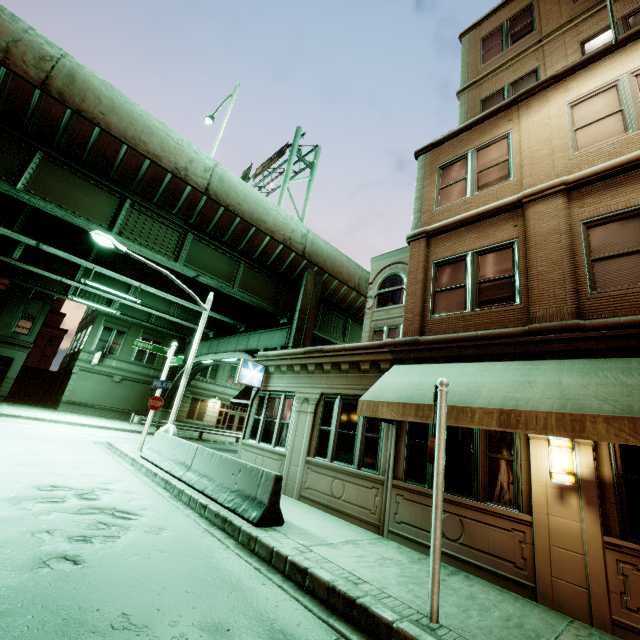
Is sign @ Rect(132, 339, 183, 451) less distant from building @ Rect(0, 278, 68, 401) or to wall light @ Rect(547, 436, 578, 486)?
wall light @ Rect(547, 436, 578, 486)

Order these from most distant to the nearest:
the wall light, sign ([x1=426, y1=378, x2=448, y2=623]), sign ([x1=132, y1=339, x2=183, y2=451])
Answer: sign ([x1=132, y1=339, x2=183, y2=451]) < the wall light < sign ([x1=426, y1=378, x2=448, y2=623])

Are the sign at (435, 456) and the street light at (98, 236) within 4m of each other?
no

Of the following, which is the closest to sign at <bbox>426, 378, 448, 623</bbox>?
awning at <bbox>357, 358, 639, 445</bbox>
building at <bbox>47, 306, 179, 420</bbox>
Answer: awning at <bbox>357, 358, 639, 445</bbox>

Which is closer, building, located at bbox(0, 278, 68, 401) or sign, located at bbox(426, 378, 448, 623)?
sign, located at bbox(426, 378, 448, 623)

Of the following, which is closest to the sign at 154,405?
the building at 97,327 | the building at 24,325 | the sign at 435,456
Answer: the sign at 435,456

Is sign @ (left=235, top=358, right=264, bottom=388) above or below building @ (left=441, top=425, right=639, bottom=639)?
above

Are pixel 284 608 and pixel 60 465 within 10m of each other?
yes
